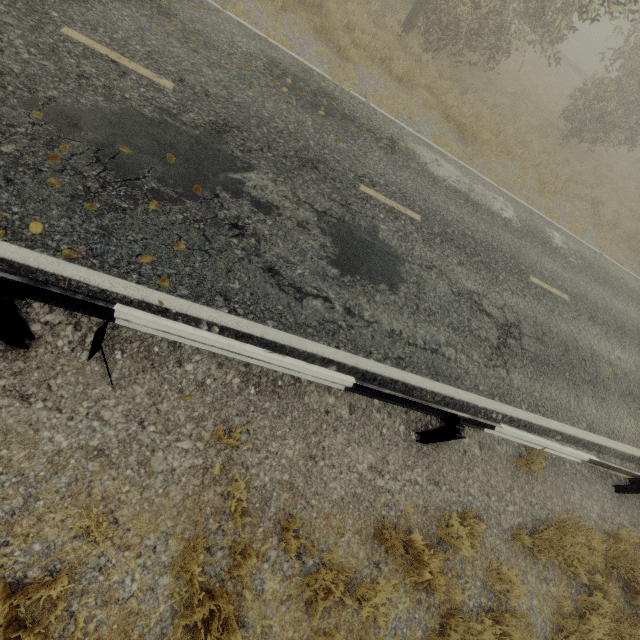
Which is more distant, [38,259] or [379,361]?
[379,361]

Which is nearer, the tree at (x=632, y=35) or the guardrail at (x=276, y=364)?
the guardrail at (x=276, y=364)

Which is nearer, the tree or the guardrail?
the guardrail
